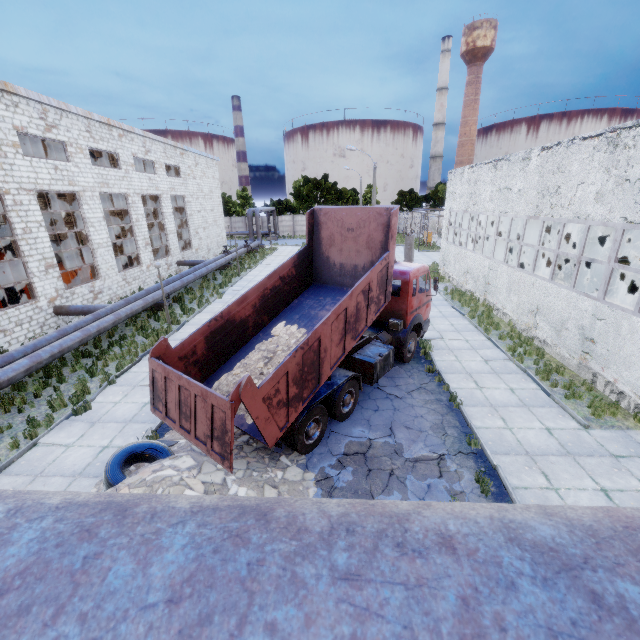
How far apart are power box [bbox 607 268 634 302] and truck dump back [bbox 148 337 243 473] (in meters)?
21.45

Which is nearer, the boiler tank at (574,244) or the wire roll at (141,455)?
the wire roll at (141,455)

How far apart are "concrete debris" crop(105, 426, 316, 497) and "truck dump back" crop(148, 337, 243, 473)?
0.6 meters

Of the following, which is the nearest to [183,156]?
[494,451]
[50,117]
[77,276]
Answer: [50,117]

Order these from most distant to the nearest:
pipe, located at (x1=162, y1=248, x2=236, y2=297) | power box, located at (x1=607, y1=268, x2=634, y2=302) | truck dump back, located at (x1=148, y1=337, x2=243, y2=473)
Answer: pipe, located at (x1=162, y1=248, x2=236, y2=297) < power box, located at (x1=607, y1=268, x2=634, y2=302) < truck dump back, located at (x1=148, y1=337, x2=243, y2=473)

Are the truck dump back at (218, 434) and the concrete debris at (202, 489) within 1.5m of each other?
yes

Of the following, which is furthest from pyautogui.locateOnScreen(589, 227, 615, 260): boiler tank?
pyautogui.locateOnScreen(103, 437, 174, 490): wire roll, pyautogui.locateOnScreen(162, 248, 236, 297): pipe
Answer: pyautogui.locateOnScreen(103, 437, 174, 490): wire roll

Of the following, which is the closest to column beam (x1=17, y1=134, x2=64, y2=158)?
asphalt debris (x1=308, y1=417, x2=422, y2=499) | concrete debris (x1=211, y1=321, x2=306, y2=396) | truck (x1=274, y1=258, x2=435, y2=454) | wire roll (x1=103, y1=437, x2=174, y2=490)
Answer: truck (x1=274, y1=258, x2=435, y2=454)
